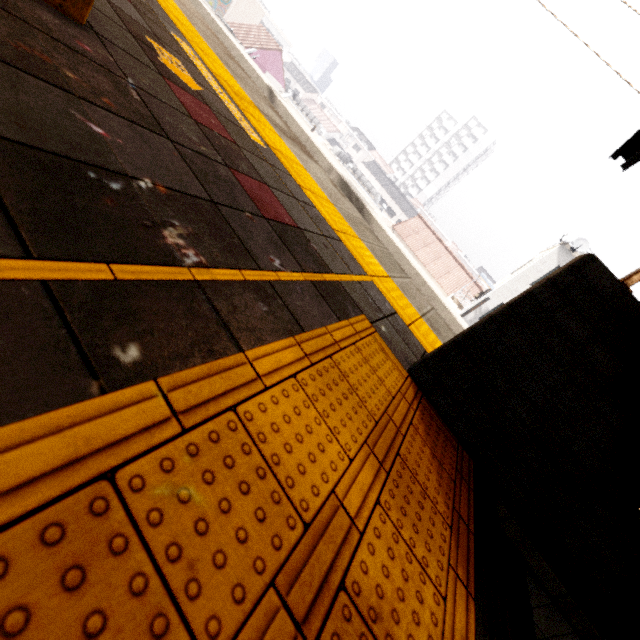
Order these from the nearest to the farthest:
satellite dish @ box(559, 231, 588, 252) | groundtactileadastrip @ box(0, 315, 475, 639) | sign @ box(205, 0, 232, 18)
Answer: groundtactileadastrip @ box(0, 315, 475, 639) < satellite dish @ box(559, 231, 588, 252) < sign @ box(205, 0, 232, 18)

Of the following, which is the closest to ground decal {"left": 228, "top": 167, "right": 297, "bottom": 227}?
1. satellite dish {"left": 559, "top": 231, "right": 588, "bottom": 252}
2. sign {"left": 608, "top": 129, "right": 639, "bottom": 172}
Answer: sign {"left": 608, "top": 129, "right": 639, "bottom": 172}

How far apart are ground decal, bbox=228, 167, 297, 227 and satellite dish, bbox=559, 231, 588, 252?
18.2 meters

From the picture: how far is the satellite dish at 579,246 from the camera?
15.2m

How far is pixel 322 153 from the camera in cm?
855

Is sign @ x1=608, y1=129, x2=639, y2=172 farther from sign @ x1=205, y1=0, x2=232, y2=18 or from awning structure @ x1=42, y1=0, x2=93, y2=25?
sign @ x1=205, y1=0, x2=232, y2=18

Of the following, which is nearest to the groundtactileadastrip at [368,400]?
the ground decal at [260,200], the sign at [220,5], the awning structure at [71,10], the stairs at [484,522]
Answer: the stairs at [484,522]

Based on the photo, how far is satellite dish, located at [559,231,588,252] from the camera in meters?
15.2 m
